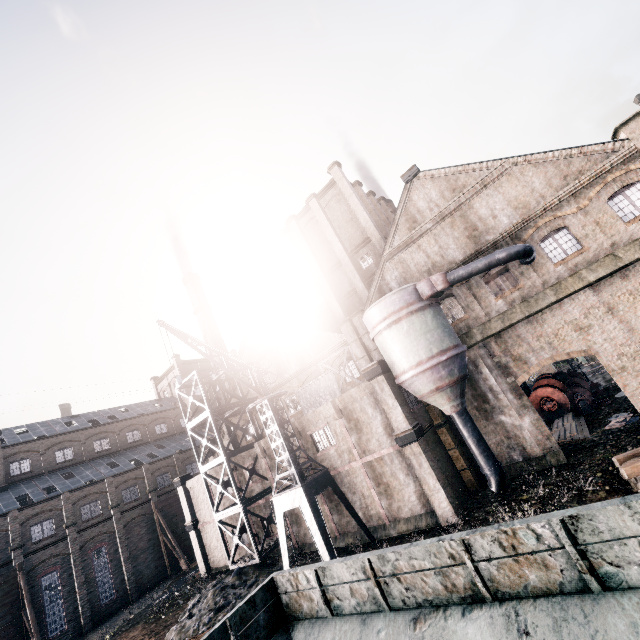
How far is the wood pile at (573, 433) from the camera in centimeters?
2086cm

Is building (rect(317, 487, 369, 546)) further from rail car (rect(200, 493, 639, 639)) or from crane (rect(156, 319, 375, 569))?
rail car (rect(200, 493, 639, 639))

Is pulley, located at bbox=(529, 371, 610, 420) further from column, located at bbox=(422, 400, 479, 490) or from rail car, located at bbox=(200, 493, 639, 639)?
rail car, located at bbox=(200, 493, 639, 639)

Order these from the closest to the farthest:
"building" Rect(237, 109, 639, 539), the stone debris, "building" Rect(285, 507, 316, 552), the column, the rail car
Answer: the rail car < "building" Rect(237, 109, 639, 539) < the stone debris < the column < "building" Rect(285, 507, 316, 552)

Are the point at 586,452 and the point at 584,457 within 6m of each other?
yes

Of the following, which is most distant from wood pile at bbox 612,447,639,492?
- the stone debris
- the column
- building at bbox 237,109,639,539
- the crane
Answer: the stone debris

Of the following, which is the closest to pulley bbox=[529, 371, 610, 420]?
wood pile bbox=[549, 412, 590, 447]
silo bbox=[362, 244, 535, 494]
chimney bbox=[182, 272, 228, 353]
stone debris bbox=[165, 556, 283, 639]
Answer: wood pile bbox=[549, 412, 590, 447]

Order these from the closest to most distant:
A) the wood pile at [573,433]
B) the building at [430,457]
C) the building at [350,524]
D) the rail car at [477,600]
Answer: the rail car at [477,600]
the building at [430,457]
the wood pile at [573,433]
the building at [350,524]
